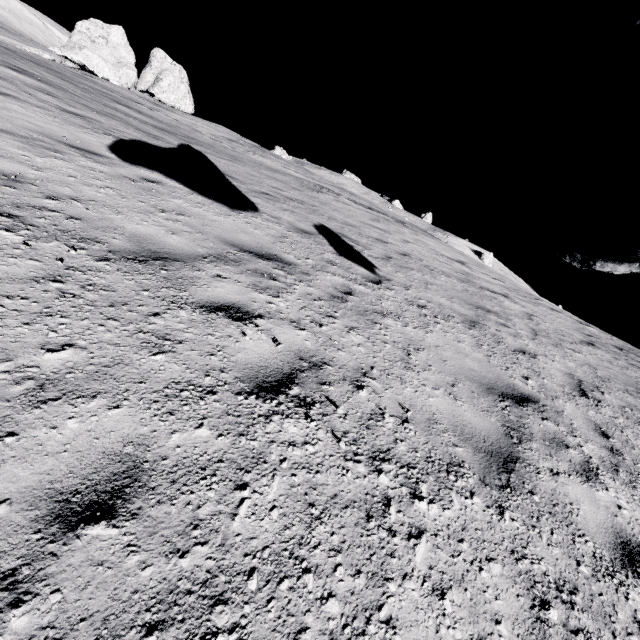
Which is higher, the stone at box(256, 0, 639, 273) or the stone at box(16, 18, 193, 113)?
the stone at box(16, 18, 193, 113)

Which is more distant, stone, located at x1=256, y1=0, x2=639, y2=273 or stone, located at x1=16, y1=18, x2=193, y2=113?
stone, located at x1=16, y1=18, x2=193, y2=113

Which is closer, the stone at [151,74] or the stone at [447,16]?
the stone at [447,16]

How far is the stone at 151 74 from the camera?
32.2m

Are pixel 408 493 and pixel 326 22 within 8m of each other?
yes

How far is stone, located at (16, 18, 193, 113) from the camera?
32.25m
